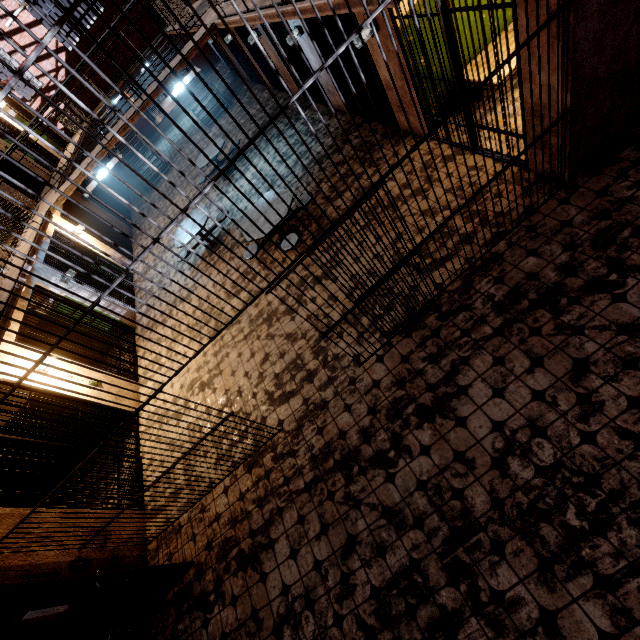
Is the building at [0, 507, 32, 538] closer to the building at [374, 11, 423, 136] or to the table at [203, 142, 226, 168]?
the table at [203, 142, 226, 168]

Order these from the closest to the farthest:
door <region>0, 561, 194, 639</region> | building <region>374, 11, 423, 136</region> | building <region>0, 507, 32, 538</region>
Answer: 1. door <region>0, 561, 194, 639</region>
2. building <region>0, 507, 32, 538</region>
3. building <region>374, 11, 423, 136</region>

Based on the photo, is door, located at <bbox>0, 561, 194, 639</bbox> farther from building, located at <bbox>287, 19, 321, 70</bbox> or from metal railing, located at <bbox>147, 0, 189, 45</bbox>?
metal railing, located at <bbox>147, 0, 189, 45</bbox>

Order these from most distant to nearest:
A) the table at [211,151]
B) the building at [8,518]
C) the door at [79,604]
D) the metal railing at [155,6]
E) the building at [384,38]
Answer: the table at [211,151]
the metal railing at [155,6]
the building at [384,38]
the building at [8,518]
the door at [79,604]

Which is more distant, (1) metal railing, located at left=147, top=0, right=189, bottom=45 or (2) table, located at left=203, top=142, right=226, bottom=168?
(2) table, located at left=203, top=142, right=226, bottom=168

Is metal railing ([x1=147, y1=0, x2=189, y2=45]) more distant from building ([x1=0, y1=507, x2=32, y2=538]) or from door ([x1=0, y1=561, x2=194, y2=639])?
door ([x1=0, y1=561, x2=194, y2=639])

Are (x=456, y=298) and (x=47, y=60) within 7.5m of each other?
no

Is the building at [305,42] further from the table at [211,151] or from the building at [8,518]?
the building at [8,518]
